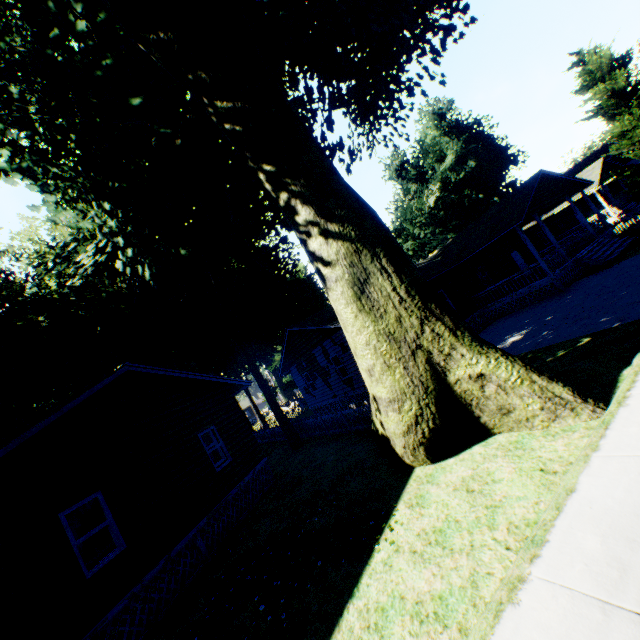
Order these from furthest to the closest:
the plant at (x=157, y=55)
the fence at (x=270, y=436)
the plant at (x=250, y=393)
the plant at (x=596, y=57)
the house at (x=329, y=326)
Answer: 1. the plant at (x=250, y=393)
2. the fence at (x=270, y=436)
3. the plant at (x=596, y=57)
4. the house at (x=329, y=326)
5. the plant at (x=157, y=55)

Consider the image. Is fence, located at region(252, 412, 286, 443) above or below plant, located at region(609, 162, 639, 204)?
below

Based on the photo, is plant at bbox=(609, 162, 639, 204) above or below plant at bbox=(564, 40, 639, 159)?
below

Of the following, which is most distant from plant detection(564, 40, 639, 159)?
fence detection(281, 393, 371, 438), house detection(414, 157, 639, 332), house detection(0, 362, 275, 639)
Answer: house detection(414, 157, 639, 332)

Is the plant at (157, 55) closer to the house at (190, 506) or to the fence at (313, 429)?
the fence at (313, 429)

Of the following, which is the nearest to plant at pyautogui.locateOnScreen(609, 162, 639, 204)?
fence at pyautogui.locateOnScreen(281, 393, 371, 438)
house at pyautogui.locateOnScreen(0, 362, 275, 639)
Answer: fence at pyautogui.locateOnScreen(281, 393, 371, 438)

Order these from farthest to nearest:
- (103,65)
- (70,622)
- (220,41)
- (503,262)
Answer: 1. (503,262)
2. (103,65)
3. (220,41)
4. (70,622)
